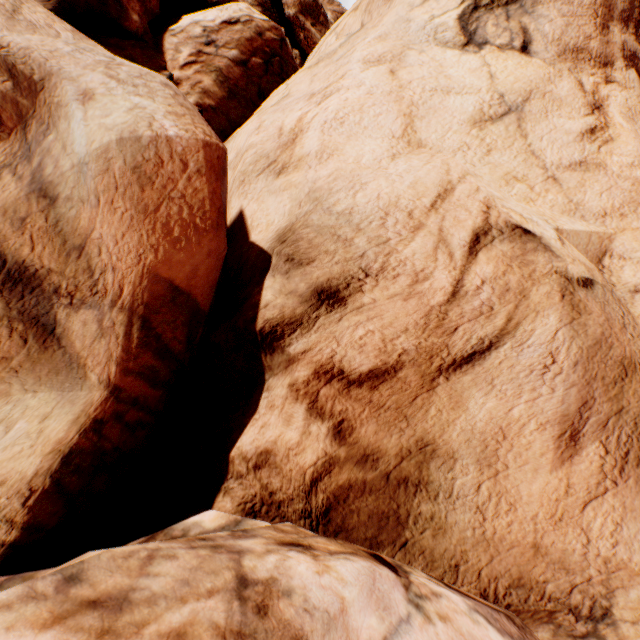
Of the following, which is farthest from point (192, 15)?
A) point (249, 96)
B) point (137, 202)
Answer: point (137, 202)
